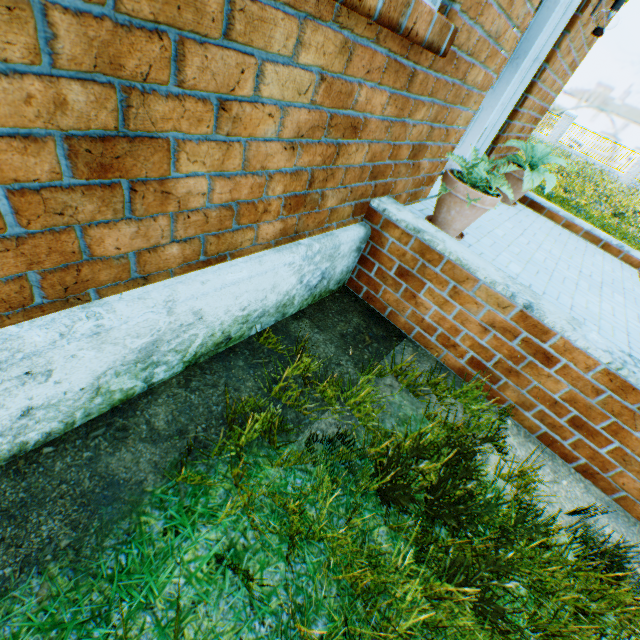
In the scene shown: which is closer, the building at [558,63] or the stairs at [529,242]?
the stairs at [529,242]

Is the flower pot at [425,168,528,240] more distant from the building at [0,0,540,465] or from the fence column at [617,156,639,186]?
the fence column at [617,156,639,186]

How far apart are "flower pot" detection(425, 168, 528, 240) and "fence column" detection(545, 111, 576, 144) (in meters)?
28.58

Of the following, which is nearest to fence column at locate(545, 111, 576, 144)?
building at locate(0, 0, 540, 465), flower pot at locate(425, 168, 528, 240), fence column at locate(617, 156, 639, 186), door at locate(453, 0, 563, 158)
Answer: fence column at locate(617, 156, 639, 186)

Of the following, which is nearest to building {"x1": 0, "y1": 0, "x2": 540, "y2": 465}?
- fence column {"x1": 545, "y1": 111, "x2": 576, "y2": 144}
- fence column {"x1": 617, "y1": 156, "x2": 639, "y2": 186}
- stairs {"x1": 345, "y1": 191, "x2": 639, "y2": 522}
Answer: stairs {"x1": 345, "y1": 191, "x2": 639, "y2": 522}

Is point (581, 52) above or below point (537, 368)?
above

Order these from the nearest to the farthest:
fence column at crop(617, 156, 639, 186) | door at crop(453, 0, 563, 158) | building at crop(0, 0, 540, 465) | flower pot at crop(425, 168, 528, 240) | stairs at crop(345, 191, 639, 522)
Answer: building at crop(0, 0, 540, 465) → stairs at crop(345, 191, 639, 522) → flower pot at crop(425, 168, 528, 240) → door at crop(453, 0, 563, 158) → fence column at crop(617, 156, 639, 186)

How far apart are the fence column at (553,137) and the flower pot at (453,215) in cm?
2858
